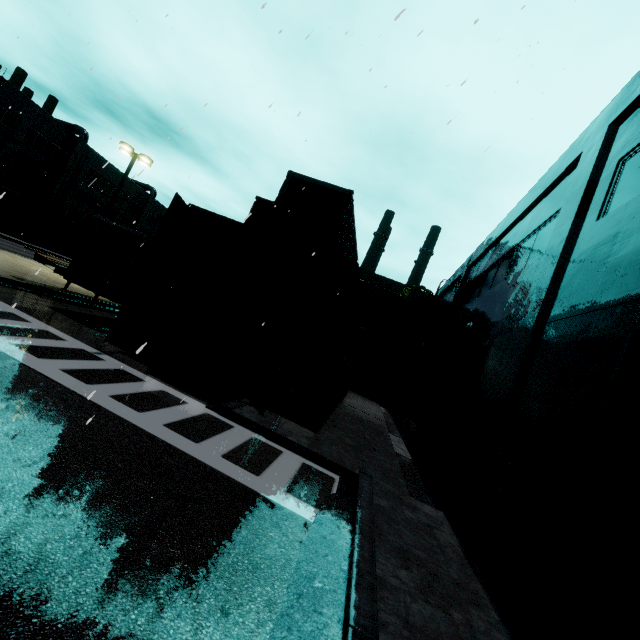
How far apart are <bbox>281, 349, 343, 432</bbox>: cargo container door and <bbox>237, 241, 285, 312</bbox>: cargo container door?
2.15m

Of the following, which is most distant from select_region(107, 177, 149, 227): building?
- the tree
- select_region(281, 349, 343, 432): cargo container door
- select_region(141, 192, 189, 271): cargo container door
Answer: select_region(141, 192, 189, 271): cargo container door

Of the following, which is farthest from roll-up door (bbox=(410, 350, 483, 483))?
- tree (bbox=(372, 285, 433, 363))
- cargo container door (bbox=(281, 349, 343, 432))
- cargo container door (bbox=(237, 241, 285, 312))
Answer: tree (bbox=(372, 285, 433, 363))

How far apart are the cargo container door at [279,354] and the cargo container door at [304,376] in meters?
0.8

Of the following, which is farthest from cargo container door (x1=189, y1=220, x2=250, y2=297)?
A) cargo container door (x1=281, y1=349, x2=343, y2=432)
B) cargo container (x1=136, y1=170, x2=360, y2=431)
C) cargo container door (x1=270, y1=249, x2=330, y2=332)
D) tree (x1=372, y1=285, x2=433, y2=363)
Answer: tree (x1=372, y1=285, x2=433, y2=363)

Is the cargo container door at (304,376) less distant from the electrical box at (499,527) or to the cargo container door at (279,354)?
the cargo container door at (279,354)

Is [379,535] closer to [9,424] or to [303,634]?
[303,634]

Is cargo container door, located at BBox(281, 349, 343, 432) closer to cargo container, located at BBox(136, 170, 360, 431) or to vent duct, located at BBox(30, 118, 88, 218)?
cargo container, located at BBox(136, 170, 360, 431)
